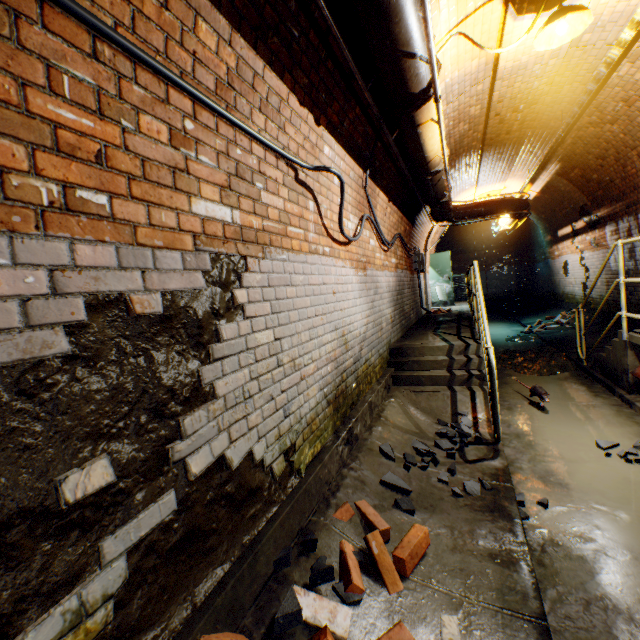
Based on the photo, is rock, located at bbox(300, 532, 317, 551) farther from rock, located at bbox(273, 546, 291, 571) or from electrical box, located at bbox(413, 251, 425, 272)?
electrical box, located at bbox(413, 251, 425, 272)

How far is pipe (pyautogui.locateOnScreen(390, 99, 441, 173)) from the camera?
3.12m

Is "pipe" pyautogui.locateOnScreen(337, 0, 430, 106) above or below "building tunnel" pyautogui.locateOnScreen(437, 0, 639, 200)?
below

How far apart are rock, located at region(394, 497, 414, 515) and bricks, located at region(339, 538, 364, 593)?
0.2m

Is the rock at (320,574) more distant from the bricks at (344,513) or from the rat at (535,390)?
the rat at (535,390)

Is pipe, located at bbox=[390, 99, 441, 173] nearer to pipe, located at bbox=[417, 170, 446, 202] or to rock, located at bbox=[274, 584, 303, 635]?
pipe, located at bbox=[417, 170, 446, 202]

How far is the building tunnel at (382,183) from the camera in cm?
439

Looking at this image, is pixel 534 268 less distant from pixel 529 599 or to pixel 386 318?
pixel 386 318
